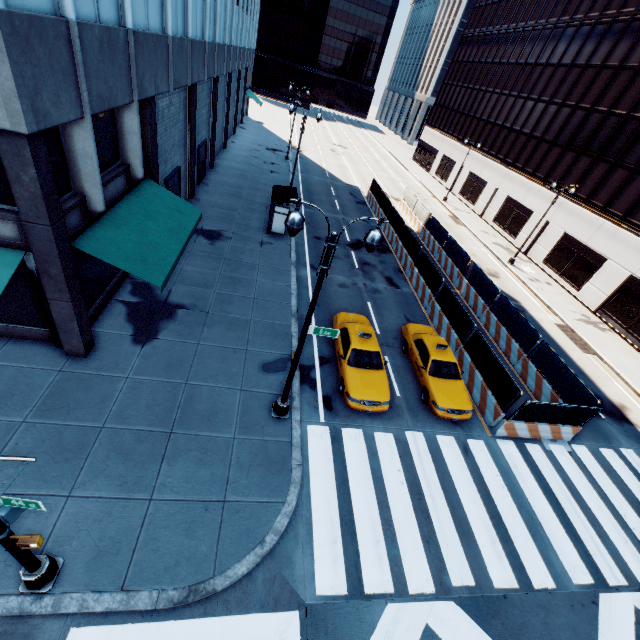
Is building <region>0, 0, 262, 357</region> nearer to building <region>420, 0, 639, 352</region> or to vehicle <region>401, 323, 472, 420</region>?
vehicle <region>401, 323, 472, 420</region>

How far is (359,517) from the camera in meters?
9.5 m

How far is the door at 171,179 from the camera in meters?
17.5

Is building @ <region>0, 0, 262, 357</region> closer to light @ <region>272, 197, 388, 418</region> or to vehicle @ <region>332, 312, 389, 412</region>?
light @ <region>272, 197, 388, 418</region>

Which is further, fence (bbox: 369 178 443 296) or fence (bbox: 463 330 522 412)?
fence (bbox: 369 178 443 296)

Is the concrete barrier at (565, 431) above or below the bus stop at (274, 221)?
below

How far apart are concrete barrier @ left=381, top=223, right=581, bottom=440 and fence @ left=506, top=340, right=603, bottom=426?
0.01m

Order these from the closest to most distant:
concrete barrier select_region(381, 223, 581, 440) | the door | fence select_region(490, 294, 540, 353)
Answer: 1. concrete barrier select_region(381, 223, 581, 440)
2. fence select_region(490, 294, 540, 353)
3. the door
